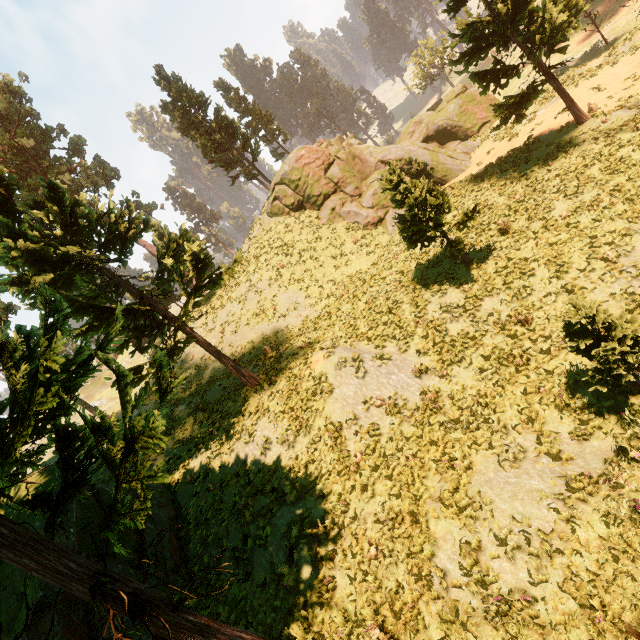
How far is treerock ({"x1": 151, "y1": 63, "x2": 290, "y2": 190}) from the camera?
32.44m

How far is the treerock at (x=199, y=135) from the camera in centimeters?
3244cm

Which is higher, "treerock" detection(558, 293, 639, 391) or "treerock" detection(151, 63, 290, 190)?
"treerock" detection(151, 63, 290, 190)

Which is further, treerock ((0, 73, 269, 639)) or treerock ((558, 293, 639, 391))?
treerock ((558, 293, 639, 391))

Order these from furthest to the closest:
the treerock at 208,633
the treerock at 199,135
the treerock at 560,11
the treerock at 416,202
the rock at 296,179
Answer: the treerock at 199,135
the rock at 296,179
the treerock at 560,11
the treerock at 416,202
the treerock at 208,633

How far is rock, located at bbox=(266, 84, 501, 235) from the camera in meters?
27.0 m

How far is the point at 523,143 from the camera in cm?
2098
